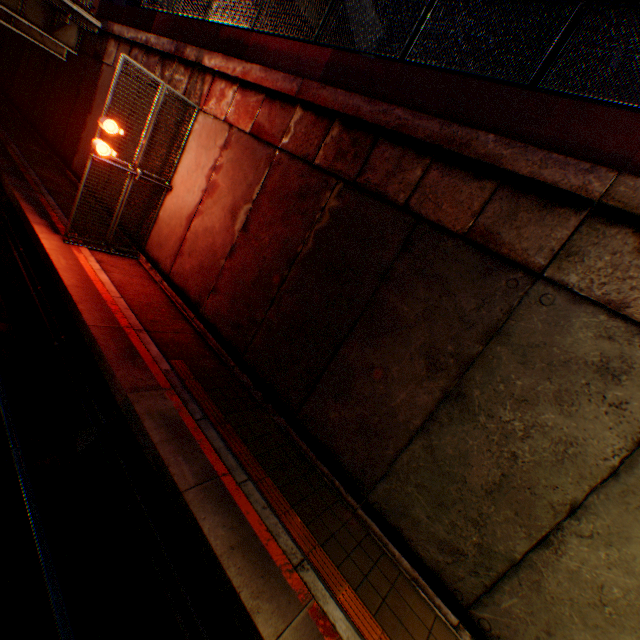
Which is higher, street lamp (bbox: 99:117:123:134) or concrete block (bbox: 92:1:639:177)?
concrete block (bbox: 92:1:639:177)

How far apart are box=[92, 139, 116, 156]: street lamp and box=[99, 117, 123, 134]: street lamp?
0.3m

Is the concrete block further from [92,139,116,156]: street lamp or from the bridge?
[92,139,116,156]: street lamp

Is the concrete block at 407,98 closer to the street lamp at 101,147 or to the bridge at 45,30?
the bridge at 45,30

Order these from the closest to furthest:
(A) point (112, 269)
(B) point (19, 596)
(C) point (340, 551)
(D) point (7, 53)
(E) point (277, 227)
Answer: (B) point (19, 596) → (C) point (340, 551) → (E) point (277, 227) → (A) point (112, 269) → (D) point (7, 53)

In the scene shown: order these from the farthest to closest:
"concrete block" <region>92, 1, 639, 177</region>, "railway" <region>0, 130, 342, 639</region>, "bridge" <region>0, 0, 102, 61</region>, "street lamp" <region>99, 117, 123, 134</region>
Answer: "bridge" <region>0, 0, 102, 61</region> → "street lamp" <region>99, 117, 123, 134</region> → "concrete block" <region>92, 1, 639, 177</region> → "railway" <region>0, 130, 342, 639</region>

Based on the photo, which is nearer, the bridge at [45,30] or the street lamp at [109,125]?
the street lamp at [109,125]

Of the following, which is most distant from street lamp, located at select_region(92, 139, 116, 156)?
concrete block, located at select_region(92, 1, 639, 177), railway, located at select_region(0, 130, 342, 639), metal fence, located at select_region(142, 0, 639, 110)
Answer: concrete block, located at select_region(92, 1, 639, 177)
